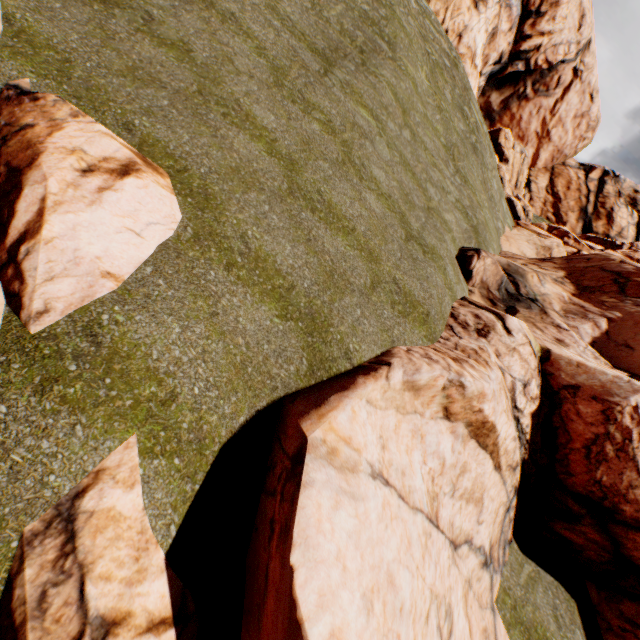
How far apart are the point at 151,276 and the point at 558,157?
61.6m

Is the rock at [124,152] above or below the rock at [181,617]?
above

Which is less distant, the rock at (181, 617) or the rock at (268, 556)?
the rock at (181, 617)

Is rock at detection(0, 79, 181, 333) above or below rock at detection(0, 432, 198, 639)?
above

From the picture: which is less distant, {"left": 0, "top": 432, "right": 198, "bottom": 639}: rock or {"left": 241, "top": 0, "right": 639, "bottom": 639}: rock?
{"left": 0, "top": 432, "right": 198, "bottom": 639}: rock
